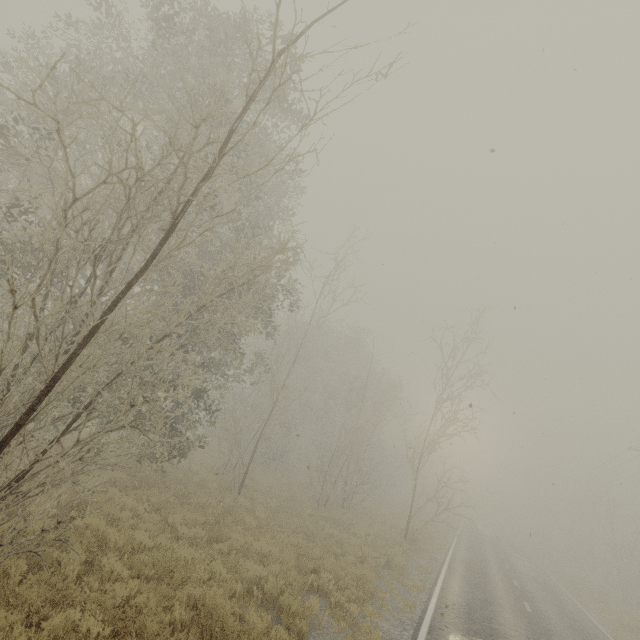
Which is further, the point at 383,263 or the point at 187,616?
the point at 383,263
